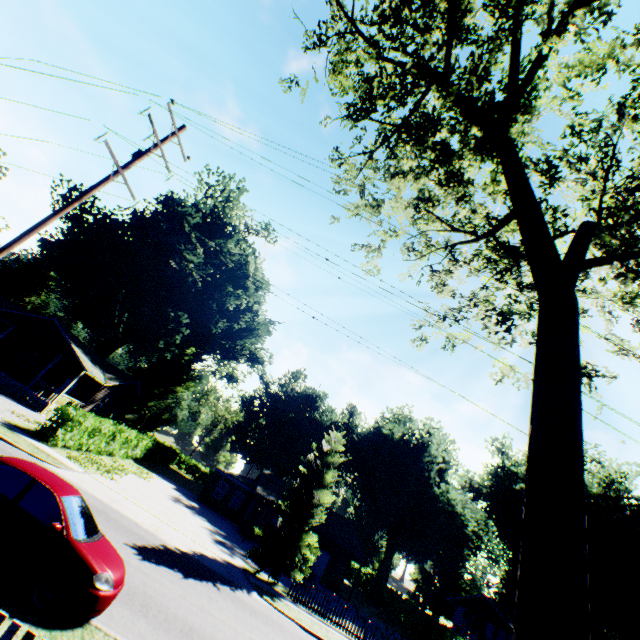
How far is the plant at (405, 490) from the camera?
36.06m

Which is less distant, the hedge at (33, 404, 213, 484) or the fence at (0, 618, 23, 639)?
the fence at (0, 618, 23, 639)

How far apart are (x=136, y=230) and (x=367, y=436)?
39.11m

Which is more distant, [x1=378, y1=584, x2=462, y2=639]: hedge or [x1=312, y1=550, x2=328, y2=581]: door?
[x1=312, y1=550, x2=328, y2=581]: door

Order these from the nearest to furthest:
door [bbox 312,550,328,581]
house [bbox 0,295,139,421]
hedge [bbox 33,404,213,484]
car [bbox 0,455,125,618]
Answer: car [bbox 0,455,125,618]
hedge [bbox 33,404,213,484]
house [bbox 0,295,139,421]
door [bbox 312,550,328,581]

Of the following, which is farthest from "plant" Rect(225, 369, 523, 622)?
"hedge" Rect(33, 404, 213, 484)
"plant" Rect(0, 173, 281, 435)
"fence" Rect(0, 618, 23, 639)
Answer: "hedge" Rect(33, 404, 213, 484)

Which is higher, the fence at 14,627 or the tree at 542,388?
the tree at 542,388

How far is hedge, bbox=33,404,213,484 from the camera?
18.2m
